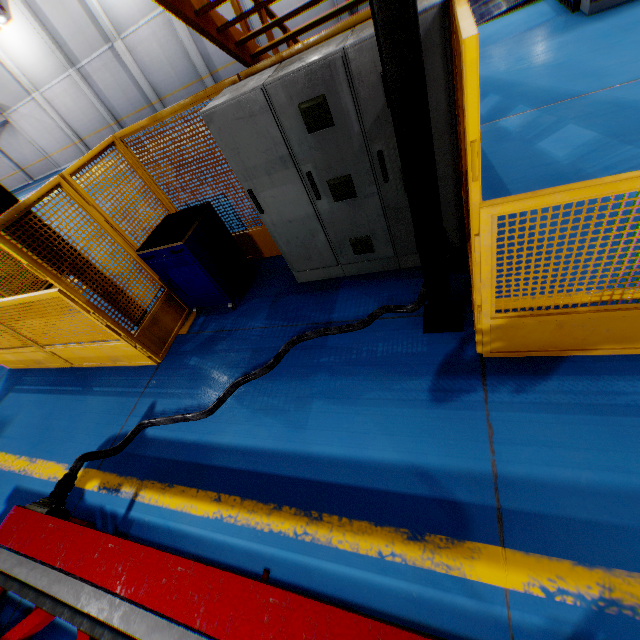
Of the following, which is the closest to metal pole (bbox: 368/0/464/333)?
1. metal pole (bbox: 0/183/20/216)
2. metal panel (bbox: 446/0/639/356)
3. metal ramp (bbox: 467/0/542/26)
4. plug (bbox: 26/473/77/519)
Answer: metal panel (bbox: 446/0/639/356)

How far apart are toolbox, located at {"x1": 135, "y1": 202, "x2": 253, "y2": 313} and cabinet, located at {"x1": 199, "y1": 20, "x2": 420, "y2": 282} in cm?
79

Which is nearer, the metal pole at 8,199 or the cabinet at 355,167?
the cabinet at 355,167

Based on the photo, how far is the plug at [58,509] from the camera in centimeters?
276cm

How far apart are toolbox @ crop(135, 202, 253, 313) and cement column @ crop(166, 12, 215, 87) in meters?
18.5

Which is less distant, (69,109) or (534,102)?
(534,102)

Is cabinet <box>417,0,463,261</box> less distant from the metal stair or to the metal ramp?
the metal stair

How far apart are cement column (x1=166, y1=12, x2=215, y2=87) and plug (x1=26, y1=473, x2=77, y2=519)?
21.2 meters
